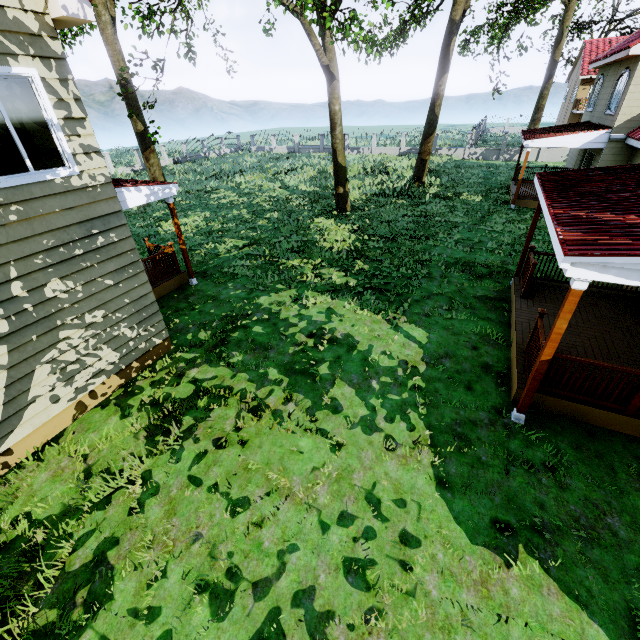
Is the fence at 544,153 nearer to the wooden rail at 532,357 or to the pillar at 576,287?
the wooden rail at 532,357

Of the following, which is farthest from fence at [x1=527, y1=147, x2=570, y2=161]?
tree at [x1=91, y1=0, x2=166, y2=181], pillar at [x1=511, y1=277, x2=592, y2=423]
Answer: pillar at [x1=511, y1=277, x2=592, y2=423]

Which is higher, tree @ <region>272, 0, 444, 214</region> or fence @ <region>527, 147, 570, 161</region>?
tree @ <region>272, 0, 444, 214</region>

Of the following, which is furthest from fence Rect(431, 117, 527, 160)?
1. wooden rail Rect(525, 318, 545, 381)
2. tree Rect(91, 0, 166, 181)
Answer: wooden rail Rect(525, 318, 545, 381)

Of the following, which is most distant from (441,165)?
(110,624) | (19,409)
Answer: (110,624)

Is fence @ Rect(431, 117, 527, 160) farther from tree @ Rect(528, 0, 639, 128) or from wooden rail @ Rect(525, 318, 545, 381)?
wooden rail @ Rect(525, 318, 545, 381)

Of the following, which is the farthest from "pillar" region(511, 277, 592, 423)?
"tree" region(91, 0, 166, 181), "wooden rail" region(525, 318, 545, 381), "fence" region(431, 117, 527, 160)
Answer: "fence" region(431, 117, 527, 160)

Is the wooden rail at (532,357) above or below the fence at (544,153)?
above
